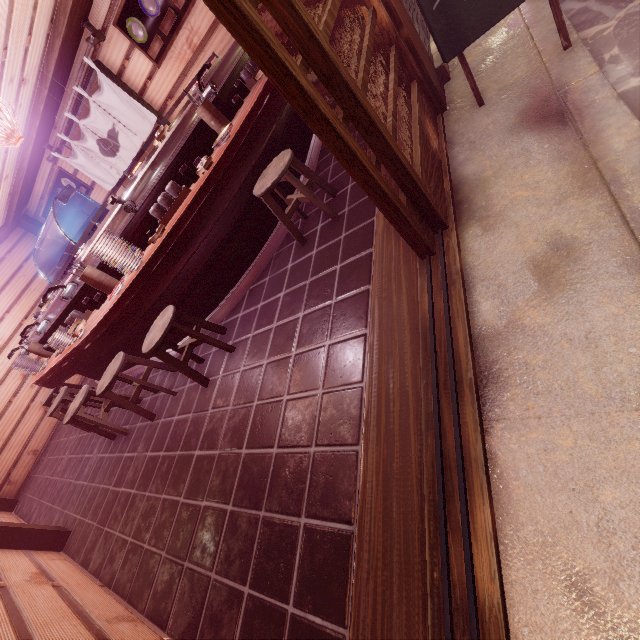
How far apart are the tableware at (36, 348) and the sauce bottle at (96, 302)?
4.67m

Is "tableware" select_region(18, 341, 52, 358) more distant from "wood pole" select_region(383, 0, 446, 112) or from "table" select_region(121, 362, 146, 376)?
"wood pole" select_region(383, 0, 446, 112)

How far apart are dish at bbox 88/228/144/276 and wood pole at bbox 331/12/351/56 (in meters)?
4.09

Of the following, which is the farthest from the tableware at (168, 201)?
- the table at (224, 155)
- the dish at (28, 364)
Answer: the dish at (28, 364)

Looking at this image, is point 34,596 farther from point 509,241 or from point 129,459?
point 509,241

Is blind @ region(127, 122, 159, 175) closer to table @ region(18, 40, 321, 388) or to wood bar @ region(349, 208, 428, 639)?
table @ region(18, 40, 321, 388)

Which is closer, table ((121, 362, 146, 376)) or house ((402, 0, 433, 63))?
house ((402, 0, 433, 63))

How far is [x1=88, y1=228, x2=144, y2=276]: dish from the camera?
4.8m
